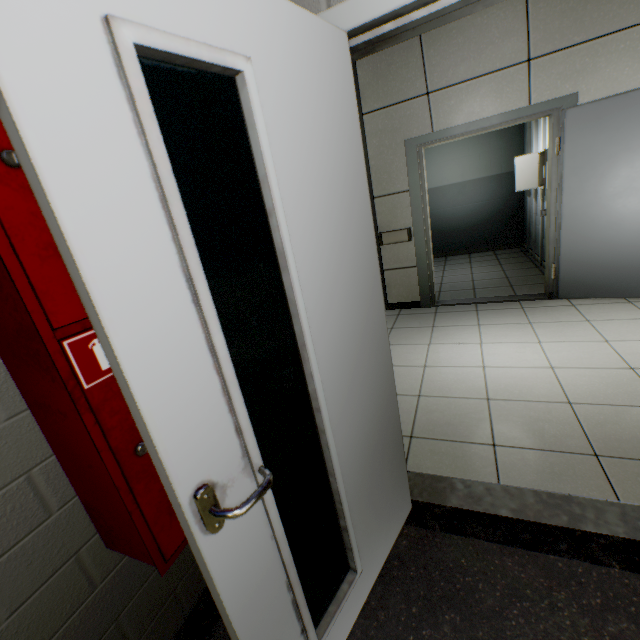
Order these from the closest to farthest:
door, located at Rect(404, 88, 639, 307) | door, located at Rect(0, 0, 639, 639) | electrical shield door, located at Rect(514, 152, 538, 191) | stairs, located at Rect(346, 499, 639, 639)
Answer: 1. door, located at Rect(0, 0, 639, 639)
2. stairs, located at Rect(346, 499, 639, 639)
3. door, located at Rect(404, 88, 639, 307)
4. electrical shield door, located at Rect(514, 152, 538, 191)

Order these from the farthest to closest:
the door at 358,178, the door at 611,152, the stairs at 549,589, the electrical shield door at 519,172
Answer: the electrical shield door at 519,172, the door at 611,152, the stairs at 549,589, the door at 358,178

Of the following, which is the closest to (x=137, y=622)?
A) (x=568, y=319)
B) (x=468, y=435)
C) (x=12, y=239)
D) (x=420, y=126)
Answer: (x=12, y=239)

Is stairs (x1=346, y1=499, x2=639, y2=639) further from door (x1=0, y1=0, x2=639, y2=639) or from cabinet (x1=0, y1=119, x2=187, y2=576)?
cabinet (x1=0, y1=119, x2=187, y2=576)

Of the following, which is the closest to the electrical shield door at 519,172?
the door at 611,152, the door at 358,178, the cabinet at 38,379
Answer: the door at 611,152

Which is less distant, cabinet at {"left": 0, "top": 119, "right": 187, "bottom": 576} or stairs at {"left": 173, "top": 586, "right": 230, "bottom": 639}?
cabinet at {"left": 0, "top": 119, "right": 187, "bottom": 576}

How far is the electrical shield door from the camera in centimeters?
476cm

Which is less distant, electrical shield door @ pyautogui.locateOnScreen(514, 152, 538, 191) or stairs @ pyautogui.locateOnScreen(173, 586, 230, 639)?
stairs @ pyautogui.locateOnScreen(173, 586, 230, 639)
